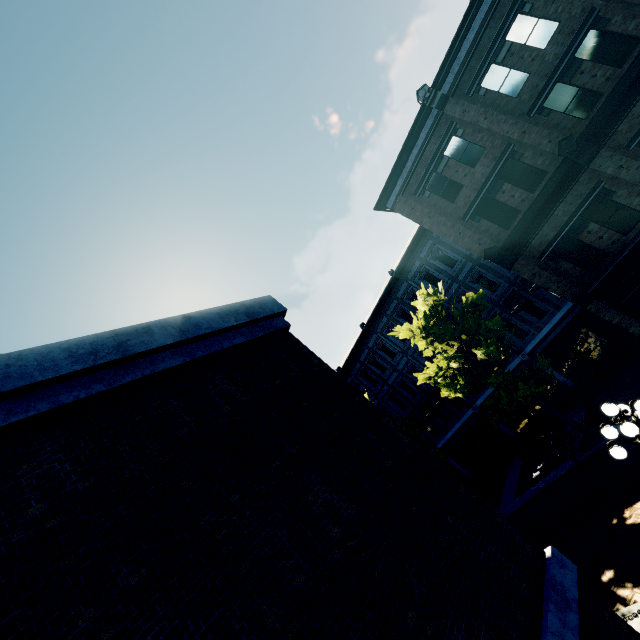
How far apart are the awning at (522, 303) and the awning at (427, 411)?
8.7m

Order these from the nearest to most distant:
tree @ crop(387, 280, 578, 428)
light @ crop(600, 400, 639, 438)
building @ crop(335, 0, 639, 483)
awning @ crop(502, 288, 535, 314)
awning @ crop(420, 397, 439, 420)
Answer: light @ crop(600, 400, 639, 438) < building @ crop(335, 0, 639, 483) < tree @ crop(387, 280, 578, 428) < awning @ crop(502, 288, 535, 314) < awning @ crop(420, 397, 439, 420)

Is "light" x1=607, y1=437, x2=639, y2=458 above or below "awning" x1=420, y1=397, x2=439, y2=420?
A: below

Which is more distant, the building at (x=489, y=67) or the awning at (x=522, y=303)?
the awning at (x=522, y=303)

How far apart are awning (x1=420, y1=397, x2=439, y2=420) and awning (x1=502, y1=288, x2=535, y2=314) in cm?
874

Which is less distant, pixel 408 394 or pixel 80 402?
pixel 80 402

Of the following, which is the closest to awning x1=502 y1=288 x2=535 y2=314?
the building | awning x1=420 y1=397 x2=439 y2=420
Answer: the building

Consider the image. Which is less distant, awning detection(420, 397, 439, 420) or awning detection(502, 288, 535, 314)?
awning detection(502, 288, 535, 314)
